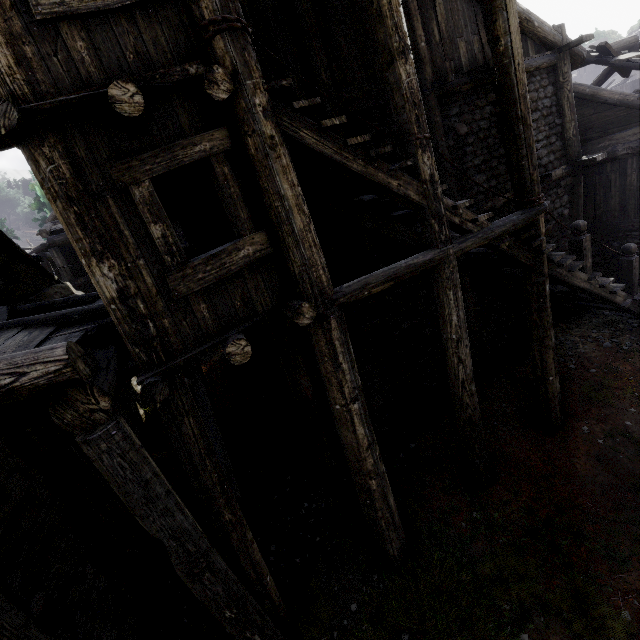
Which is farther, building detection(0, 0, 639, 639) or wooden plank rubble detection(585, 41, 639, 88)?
wooden plank rubble detection(585, 41, 639, 88)

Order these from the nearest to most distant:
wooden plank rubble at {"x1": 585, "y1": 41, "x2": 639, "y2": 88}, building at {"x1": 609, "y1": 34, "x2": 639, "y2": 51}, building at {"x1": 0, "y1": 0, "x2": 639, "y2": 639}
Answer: building at {"x1": 0, "y1": 0, "x2": 639, "y2": 639}
wooden plank rubble at {"x1": 585, "y1": 41, "x2": 639, "y2": 88}
building at {"x1": 609, "y1": 34, "x2": 639, "y2": 51}

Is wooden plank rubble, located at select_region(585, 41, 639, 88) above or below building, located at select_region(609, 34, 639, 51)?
below

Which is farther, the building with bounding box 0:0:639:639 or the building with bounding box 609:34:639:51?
the building with bounding box 609:34:639:51

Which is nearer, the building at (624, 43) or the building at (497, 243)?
the building at (497, 243)

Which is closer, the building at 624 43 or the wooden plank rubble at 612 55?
the wooden plank rubble at 612 55

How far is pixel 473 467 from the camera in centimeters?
655cm
